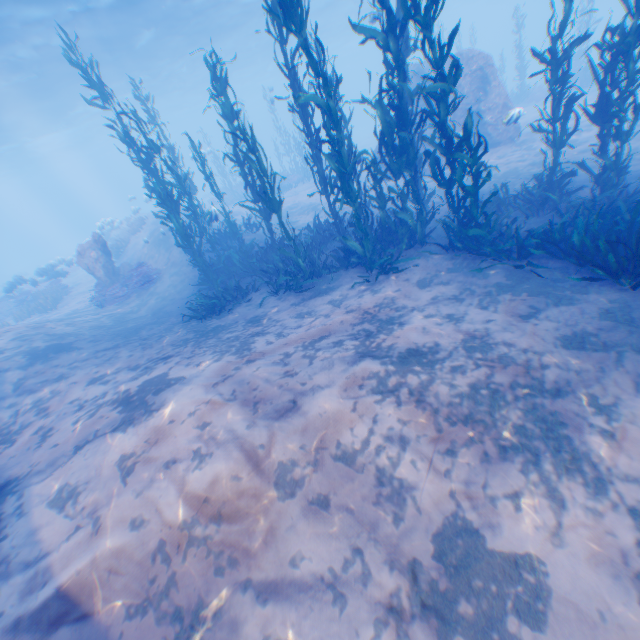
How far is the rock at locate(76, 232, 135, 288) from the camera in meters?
15.0

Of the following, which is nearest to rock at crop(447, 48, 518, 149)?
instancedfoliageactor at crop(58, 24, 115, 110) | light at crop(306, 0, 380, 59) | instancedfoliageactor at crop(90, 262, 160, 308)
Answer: light at crop(306, 0, 380, 59)

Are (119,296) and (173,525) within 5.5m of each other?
no

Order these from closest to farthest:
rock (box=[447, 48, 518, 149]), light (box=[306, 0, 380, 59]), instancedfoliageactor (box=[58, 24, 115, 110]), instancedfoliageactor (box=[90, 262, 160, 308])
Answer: instancedfoliageactor (box=[58, 24, 115, 110]), instancedfoliageactor (box=[90, 262, 160, 308]), rock (box=[447, 48, 518, 149]), light (box=[306, 0, 380, 59])

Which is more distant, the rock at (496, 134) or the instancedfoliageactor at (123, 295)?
the rock at (496, 134)

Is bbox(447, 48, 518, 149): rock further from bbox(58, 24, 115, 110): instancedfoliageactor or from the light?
bbox(58, 24, 115, 110): instancedfoliageactor

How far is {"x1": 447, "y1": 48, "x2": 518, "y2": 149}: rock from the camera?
14.9m

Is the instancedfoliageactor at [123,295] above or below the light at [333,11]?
below
